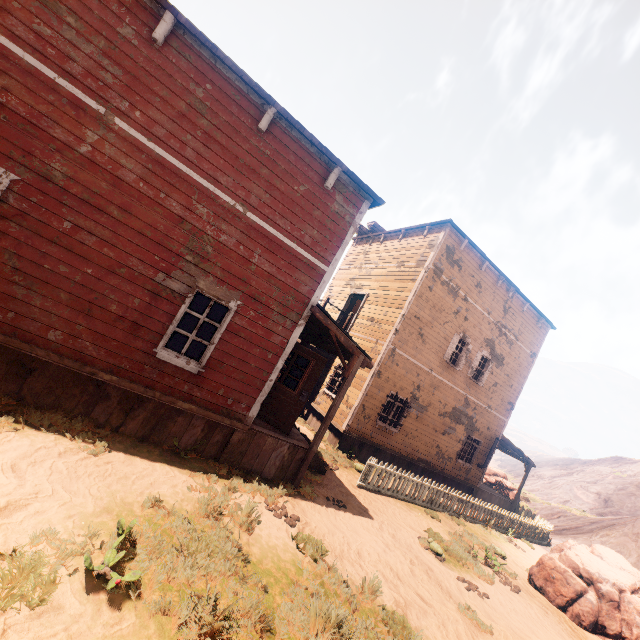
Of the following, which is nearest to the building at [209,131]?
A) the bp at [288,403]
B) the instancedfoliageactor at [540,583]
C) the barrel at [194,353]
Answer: the bp at [288,403]

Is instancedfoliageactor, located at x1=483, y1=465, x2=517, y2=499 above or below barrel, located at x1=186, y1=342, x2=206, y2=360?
below

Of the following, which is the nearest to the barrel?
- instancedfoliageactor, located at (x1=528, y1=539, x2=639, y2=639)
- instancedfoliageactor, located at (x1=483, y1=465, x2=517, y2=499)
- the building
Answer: the building

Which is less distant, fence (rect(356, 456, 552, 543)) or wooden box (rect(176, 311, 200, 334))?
fence (rect(356, 456, 552, 543))

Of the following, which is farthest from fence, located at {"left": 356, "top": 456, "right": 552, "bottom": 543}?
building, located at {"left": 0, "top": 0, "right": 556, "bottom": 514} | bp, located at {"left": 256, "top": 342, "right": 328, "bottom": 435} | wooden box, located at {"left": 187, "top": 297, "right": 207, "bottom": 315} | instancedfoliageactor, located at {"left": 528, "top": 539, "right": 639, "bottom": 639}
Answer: wooden box, located at {"left": 187, "top": 297, "right": 207, "bottom": 315}

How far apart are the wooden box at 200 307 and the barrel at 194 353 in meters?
6.3 m

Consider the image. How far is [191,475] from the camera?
5.91m

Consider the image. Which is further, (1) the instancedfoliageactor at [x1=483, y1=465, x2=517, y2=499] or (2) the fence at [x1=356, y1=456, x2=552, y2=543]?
(1) the instancedfoliageactor at [x1=483, y1=465, x2=517, y2=499]
